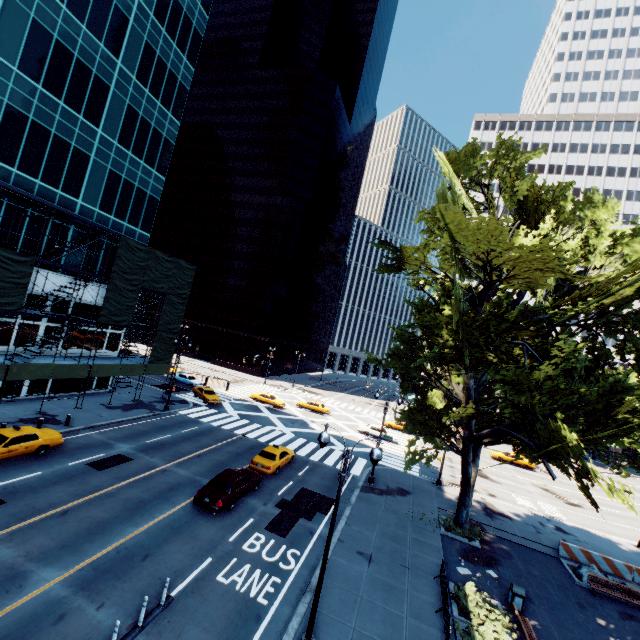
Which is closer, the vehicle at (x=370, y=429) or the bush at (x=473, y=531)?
the bush at (x=473, y=531)

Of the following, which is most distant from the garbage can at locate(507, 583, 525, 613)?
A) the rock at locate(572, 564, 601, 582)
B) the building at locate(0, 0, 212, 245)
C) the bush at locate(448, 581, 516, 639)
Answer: the building at locate(0, 0, 212, 245)

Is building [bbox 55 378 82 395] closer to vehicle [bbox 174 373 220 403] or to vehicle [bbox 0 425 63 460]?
vehicle [bbox 0 425 63 460]

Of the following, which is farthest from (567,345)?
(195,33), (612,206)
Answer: (195,33)

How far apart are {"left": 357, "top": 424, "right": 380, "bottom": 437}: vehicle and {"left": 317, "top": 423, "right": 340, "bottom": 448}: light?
30.5m

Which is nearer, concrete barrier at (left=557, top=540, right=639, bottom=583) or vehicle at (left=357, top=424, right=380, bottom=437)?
concrete barrier at (left=557, top=540, right=639, bottom=583)

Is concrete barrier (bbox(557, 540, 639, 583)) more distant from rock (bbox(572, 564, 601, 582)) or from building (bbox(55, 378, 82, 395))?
building (bbox(55, 378, 82, 395))

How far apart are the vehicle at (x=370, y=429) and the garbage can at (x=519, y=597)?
24.1m
